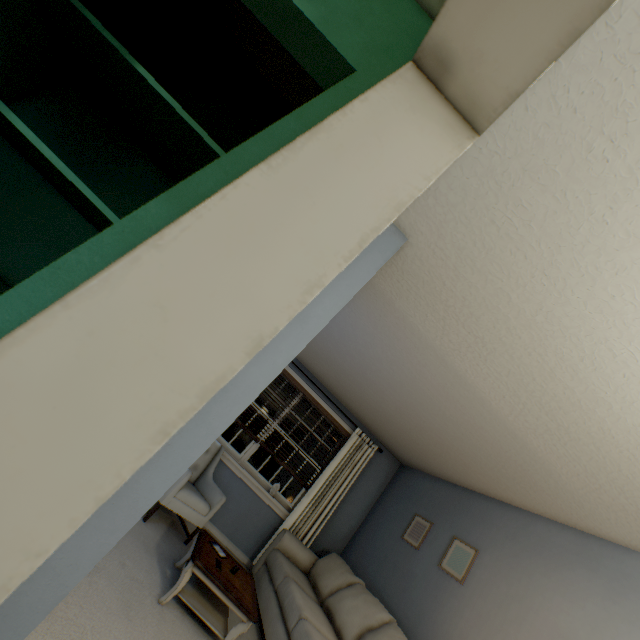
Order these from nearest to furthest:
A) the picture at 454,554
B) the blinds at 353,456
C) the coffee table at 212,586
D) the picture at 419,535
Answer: the coffee table at 212,586
the picture at 454,554
the picture at 419,535
the blinds at 353,456

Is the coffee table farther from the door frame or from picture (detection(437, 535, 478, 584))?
the door frame

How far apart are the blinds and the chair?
0.43m

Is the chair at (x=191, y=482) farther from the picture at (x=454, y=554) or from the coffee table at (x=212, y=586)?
the picture at (x=454, y=554)

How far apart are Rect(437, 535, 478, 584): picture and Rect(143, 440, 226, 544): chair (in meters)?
2.41

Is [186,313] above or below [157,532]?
above

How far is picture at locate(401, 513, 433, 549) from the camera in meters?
3.8

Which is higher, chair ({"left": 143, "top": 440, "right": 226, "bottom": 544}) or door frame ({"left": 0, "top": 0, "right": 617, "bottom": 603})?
door frame ({"left": 0, "top": 0, "right": 617, "bottom": 603})
